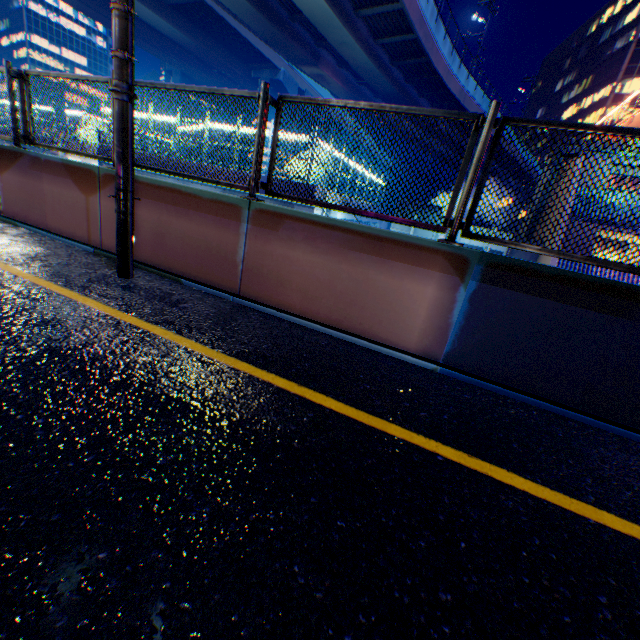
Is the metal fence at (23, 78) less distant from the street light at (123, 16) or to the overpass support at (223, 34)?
the overpass support at (223, 34)

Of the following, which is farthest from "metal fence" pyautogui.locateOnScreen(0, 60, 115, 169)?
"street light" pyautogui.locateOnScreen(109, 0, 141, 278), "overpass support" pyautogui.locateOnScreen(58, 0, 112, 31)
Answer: "street light" pyautogui.locateOnScreen(109, 0, 141, 278)

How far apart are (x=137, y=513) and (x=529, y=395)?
3.53m

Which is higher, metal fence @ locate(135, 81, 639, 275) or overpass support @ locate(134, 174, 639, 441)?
metal fence @ locate(135, 81, 639, 275)

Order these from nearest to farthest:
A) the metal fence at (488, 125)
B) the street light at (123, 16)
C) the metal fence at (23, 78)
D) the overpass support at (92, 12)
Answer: the metal fence at (488, 125) → the street light at (123, 16) → the metal fence at (23, 78) → the overpass support at (92, 12)

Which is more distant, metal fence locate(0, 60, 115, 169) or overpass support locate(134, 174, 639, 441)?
metal fence locate(0, 60, 115, 169)
